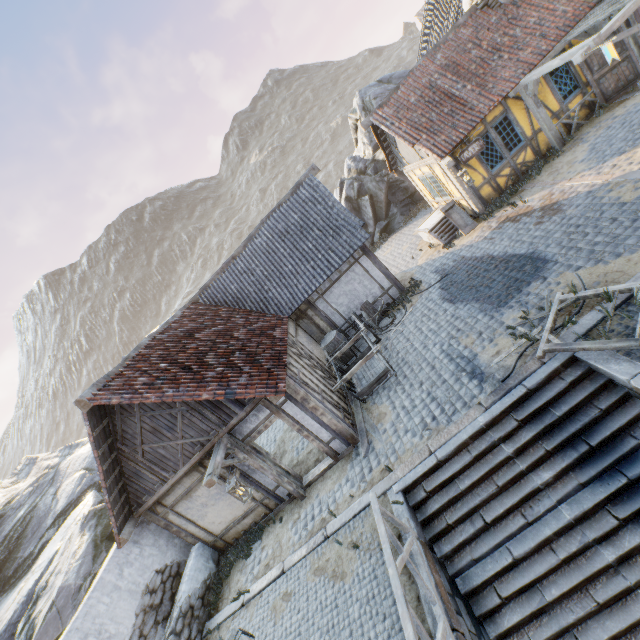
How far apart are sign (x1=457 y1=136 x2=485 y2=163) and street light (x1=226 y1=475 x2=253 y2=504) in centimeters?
1250cm

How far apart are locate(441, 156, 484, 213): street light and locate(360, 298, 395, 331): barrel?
4.75m

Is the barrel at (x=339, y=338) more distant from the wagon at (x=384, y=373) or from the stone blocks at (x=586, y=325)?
the stone blocks at (x=586, y=325)

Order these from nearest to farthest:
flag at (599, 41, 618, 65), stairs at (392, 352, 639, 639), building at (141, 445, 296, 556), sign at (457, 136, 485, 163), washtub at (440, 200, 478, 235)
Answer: stairs at (392, 352, 639, 639) < flag at (599, 41, 618, 65) < building at (141, 445, 296, 556) < sign at (457, 136, 485, 163) < washtub at (440, 200, 478, 235)

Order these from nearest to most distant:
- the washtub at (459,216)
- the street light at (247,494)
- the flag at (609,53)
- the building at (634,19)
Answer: the street light at (247,494) < the flag at (609,53) < the building at (634,19) < the washtub at (459,216)

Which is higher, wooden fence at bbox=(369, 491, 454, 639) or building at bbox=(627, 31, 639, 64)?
building at bbox=(627, 31, 639, 64)

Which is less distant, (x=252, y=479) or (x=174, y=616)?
(x=174, y=616)

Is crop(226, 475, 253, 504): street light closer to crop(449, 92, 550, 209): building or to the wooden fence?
the wooden fence
